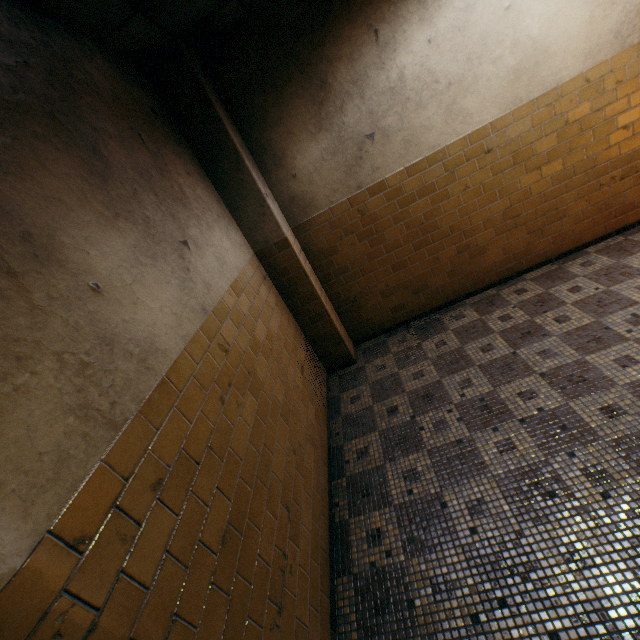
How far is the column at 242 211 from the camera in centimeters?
308cm

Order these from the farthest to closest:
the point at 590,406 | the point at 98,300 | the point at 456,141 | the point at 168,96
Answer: the point at 456,141 < the point at 168,96 < the point at 590,406 < the point at 98,300

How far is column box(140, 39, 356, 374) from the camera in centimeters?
308cm
